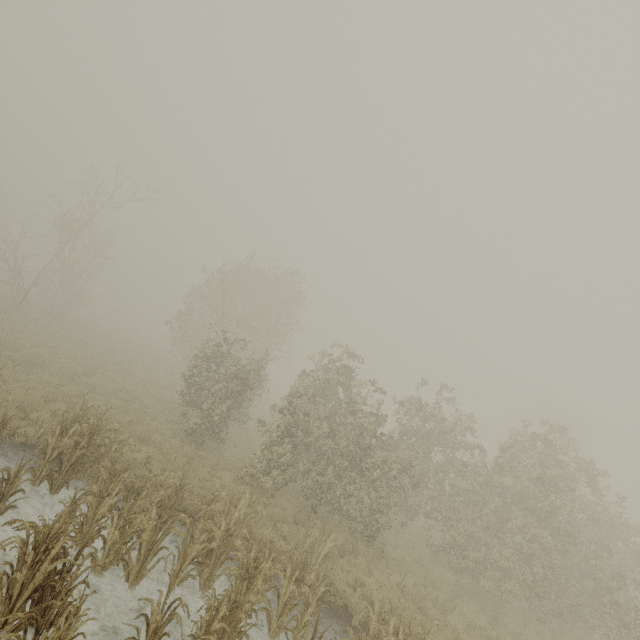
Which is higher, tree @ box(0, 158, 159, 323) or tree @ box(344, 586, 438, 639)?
tree @ box(0, 158, 159, 323)

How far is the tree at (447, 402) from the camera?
15.2 meters

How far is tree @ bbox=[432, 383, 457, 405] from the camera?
15.18m

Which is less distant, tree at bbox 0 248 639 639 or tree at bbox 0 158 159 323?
tree at bbox 0 248 639 639

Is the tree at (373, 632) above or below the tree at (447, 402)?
below

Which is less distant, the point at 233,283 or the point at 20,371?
the point at 20,371

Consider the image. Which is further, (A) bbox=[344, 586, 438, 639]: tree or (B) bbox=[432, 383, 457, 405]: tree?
(B) bbox=[432, 383, 457, 405]: tree

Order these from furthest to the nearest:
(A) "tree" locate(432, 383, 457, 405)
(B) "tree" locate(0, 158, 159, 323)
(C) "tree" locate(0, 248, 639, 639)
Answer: (B) "tree" locate(0, 158, 159, 323)
(A) "tree" locate(432, 383, 457, 405)
(C) "tree" locate(0, 248, 639, 639)
